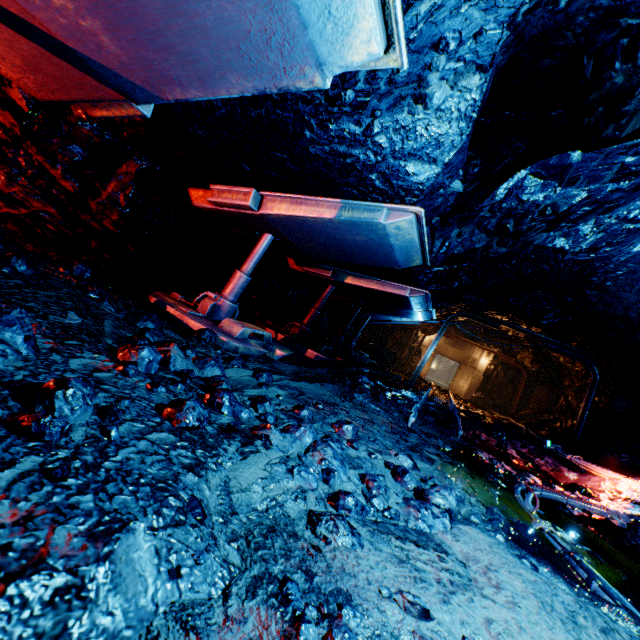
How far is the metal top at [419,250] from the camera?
3.4m

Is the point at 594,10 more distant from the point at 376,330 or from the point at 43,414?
the point at 376,330

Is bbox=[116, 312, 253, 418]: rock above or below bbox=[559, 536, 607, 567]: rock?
above

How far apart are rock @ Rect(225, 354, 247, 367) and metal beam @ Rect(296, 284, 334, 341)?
3.93m

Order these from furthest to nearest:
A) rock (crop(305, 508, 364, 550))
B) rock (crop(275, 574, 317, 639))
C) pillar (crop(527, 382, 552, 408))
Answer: pillar (crop(527, 382, 552, 408)) < rock (crop(305, 508, 364, 550)) < rock (crop(275, 574, 317, 639))

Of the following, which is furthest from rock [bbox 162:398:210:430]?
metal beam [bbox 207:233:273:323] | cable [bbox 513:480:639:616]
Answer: metal beam [bbox 207:233:273:323]

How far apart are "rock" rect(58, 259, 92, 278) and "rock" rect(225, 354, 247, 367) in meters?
1.7 m

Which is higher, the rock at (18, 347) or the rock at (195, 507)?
the rock at (18, 347)
